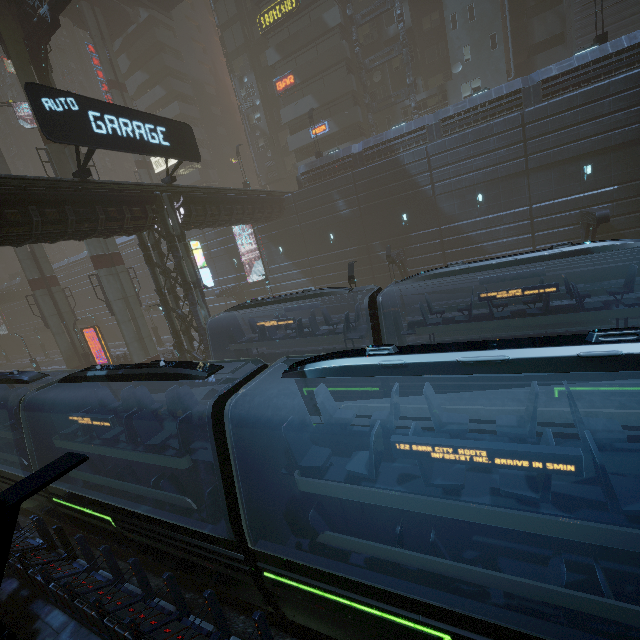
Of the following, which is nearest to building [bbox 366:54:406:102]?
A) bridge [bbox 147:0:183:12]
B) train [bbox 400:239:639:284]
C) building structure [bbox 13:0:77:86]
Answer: building structure [bbox 13:0:77:86]

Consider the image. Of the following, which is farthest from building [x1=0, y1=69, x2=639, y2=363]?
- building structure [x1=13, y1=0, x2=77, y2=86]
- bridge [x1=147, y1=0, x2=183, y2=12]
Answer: bridge [x1=147, y1=0, x2=183, y2=12]

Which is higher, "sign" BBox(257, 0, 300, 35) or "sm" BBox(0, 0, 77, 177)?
"sign" BBox(257, 0, 300, 35)

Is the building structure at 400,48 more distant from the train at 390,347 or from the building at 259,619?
the train at 390,347

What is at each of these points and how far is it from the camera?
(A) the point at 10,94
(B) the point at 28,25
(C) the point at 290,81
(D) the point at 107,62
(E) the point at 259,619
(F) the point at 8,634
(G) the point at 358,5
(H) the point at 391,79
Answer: (A) building, 59.6 meters
(B) building structure, 21.3 meters
(C) sign, 35.5 meters
(D) sm, 37.7 meters
(E) building, 5.4 meters
(F) street light, 2.3 meters
(G) building, 33.2 meters
(H) building, 35.2 meters

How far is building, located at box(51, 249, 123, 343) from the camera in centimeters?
4769cm

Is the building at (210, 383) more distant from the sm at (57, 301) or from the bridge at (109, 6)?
the bridge at (109, 6)

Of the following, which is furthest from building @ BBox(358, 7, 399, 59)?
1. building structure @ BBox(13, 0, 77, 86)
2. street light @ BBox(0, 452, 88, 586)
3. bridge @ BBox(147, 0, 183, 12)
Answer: street light @ BBox(0, 452, 88, 586)
